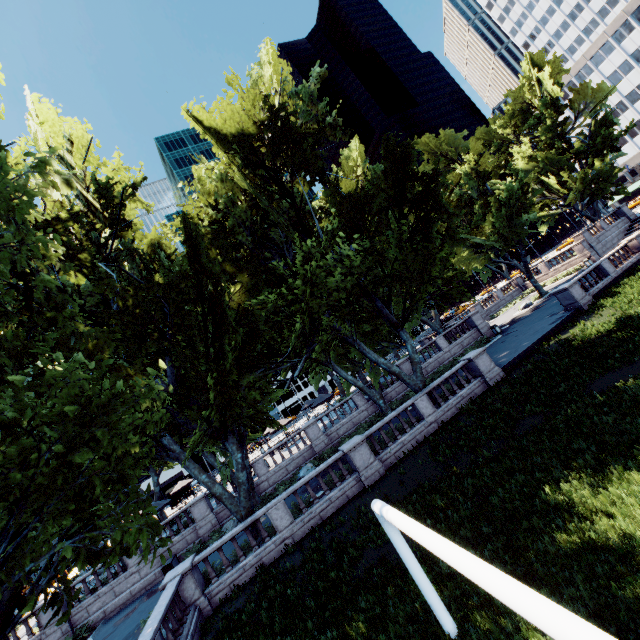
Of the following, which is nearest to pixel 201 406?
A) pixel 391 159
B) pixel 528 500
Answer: pixel 528 500

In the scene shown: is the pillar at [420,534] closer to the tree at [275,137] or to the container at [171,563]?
the tree at [275,137]

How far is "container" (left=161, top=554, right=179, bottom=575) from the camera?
20.7m

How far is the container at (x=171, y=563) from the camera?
20.7m

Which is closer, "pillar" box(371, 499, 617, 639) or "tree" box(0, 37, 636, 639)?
"pillar" box(371, 499, 617, 639)

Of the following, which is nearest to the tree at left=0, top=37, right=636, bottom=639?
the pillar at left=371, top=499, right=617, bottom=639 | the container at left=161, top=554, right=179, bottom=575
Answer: the container at left=161, top=554, right=179, bottom=575
